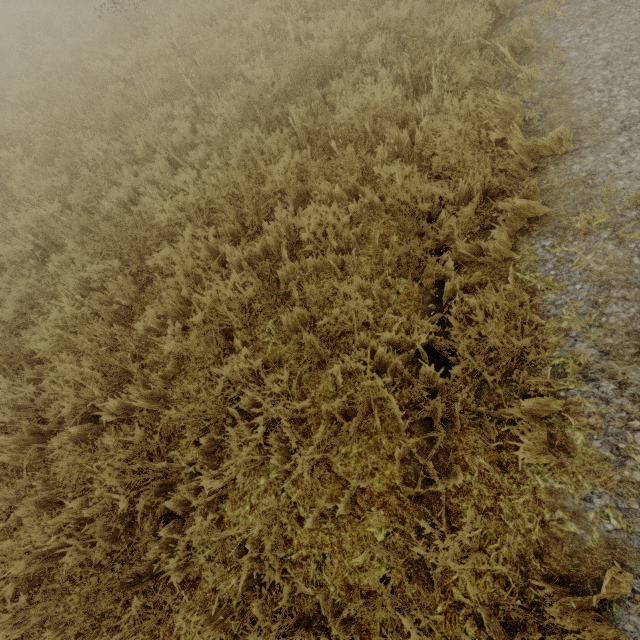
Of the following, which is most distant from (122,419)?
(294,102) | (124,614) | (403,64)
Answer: (403,64)
